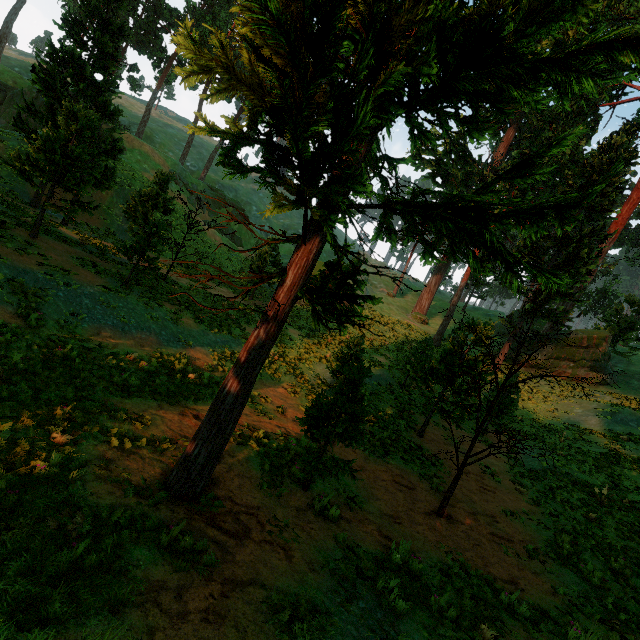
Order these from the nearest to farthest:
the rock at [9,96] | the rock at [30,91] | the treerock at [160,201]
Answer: the treerock at [160,201]
the rock at [9,96]
the rock at [30,91]

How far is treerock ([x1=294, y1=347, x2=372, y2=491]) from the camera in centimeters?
766cm

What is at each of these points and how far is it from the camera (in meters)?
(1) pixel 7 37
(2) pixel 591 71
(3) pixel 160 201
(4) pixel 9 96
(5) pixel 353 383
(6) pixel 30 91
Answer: (1) treerock, 35.41
(2) treerock, 4.30
(3) treerock, 19.77
(4) rock, 32.31
(5) treerock, 8.05
(6) rock, 33.31

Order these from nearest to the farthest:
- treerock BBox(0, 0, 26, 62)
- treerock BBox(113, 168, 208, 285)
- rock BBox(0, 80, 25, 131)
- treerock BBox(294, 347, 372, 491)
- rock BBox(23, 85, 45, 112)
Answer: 1. treerock BBox(294, 347, 372, 491)
2. treerock BBox(113, 168, 208, 285)
3. rock BBox(0, 80, 25, 131)
4. rock BBox(23, 85, 45, 112)
5. treerock BBox(0, 0, 26, 62)

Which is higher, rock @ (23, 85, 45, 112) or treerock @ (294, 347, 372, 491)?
rock @ (23, 85, 45, 112)

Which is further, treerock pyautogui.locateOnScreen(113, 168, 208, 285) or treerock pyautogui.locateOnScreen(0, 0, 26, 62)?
treerock pyautogui.locateOnScreen(0, 0, 26, 62)

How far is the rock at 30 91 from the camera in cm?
3319
